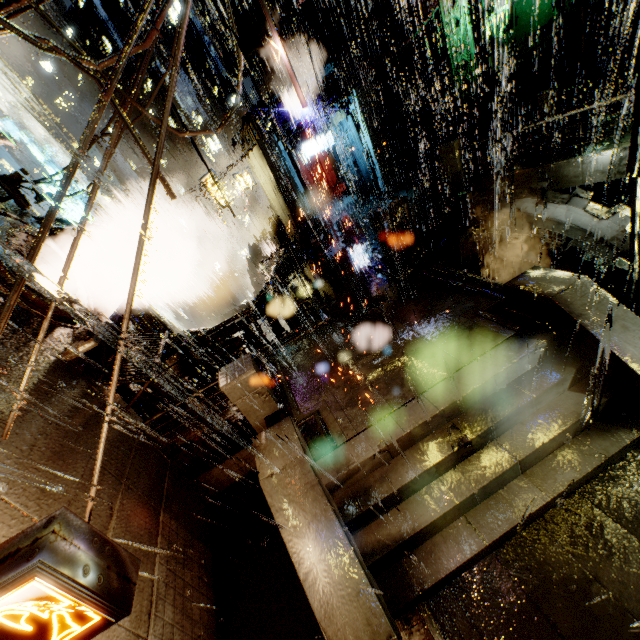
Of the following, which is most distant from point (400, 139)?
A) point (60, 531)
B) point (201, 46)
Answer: point (201, 46)

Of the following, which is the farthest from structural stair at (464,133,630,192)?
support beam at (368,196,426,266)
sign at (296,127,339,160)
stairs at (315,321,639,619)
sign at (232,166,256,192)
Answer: sign at (232,166,256,192)

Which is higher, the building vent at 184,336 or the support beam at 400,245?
the support beam at 400,245

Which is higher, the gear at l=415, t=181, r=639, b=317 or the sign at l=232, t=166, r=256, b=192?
the sign at l=232, t=166, r=256, b=192

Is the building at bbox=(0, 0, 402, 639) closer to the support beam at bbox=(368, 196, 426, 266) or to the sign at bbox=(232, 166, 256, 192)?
the support beam at bbox=(368, 196, 426, 266)

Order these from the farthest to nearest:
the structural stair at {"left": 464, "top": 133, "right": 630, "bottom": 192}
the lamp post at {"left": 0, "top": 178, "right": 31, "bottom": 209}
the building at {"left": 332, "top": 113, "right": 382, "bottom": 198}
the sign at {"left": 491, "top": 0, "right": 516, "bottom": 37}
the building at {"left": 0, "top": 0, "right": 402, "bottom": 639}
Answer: the building at {"left": 332, "top": 113, "right": 382, "bottom": 198} → the sign at {"left": 491, "top": 0, "right": 516, "bottom": 37} → the structural stair at {"left": 464, "top": 133, "right": 630, "bottom": 192} → the lamp post at {"left": 0, "top": 178, "right": 31, "bottom": 209} → the building at {"left": 0, "top": 0, "right": 402, "bottom": 639}

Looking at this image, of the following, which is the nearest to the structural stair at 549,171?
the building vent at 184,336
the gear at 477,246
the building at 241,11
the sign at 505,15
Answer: the building at 241,11

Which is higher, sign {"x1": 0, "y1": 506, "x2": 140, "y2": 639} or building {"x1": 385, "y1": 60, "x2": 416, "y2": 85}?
building {"x1": 385, "y1": 60, "x2": 416, "y2": 85}
